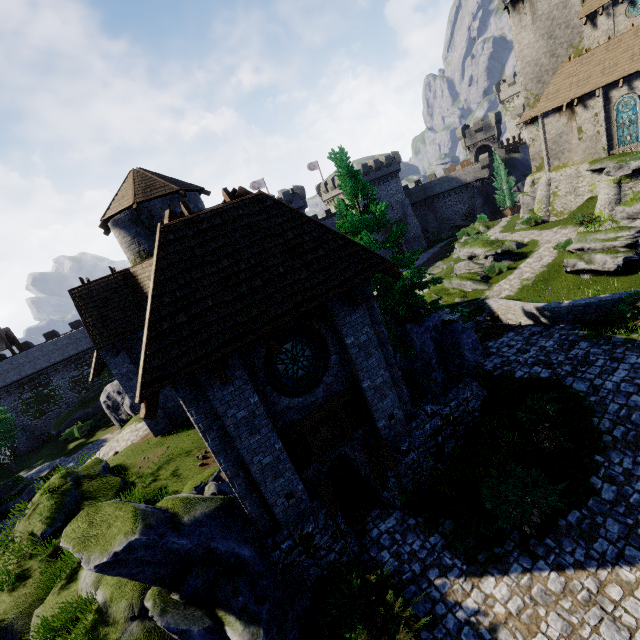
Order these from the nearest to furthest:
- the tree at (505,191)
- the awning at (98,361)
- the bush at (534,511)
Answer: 1. the bush at (534,511)
2. the awning at (98,361)
3. the tree at (505,191)

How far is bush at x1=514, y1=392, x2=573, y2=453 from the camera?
9.8 meters

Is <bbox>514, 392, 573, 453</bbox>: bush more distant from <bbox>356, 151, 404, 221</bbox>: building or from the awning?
<bbox>356, 151, 404, 221</bbox>: building

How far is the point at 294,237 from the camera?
8.88m

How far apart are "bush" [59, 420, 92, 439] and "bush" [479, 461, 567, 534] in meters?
38.3

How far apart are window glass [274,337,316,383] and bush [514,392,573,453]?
6.7m

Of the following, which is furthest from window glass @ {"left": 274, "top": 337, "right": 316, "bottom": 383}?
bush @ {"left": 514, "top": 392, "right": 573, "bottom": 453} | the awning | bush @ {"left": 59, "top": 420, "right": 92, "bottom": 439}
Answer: bush @ {"left": 59, "top": 420, "right": 92, "bottom": 439}

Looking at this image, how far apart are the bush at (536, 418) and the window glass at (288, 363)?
6.7m
